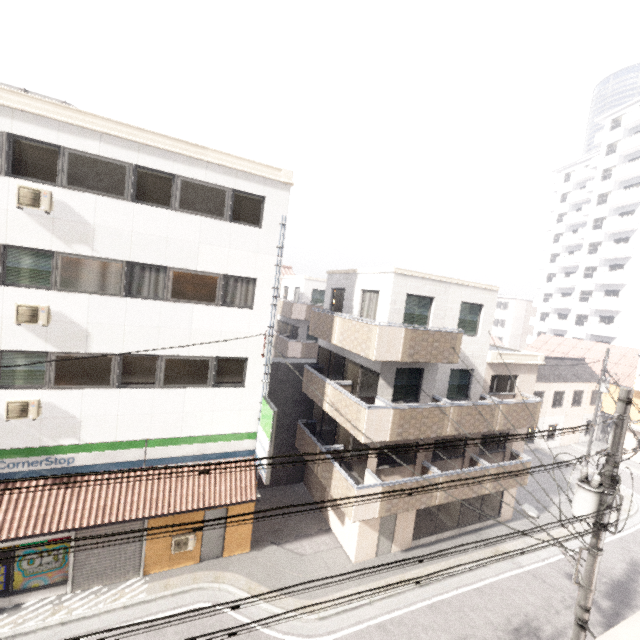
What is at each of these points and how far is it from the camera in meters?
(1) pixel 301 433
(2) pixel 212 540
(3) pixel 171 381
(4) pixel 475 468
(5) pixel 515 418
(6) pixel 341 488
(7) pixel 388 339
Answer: (1) balcony, 16.3 m
(2) door, 12.5 m
(3) window, 11.1 m
(4) balcony, 14.1 m
(5) balcony, 14.8 m
(6) balcony, 12.4 m
(7) balcony, 11.3 m

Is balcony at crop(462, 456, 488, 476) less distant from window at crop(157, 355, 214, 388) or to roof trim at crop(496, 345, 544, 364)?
roof trim at crop(496, 345, 544, 364)

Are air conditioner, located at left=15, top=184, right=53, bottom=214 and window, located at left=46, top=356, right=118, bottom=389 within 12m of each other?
yes

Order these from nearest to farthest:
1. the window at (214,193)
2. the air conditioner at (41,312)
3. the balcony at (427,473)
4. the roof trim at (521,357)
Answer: the air conditioner at (41,312) → the window at (214,193) → the balcony at (427,473) → the roof trim at (521,357)

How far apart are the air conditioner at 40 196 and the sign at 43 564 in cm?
1006

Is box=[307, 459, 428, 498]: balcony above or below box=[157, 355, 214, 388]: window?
below

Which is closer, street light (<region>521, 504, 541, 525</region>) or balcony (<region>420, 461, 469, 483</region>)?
street light (<region>521, 504, 541, 525</region>)

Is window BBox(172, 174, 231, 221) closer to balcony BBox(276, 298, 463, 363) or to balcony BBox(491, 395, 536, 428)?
balcony BBox(276, 298, 463, 363)
